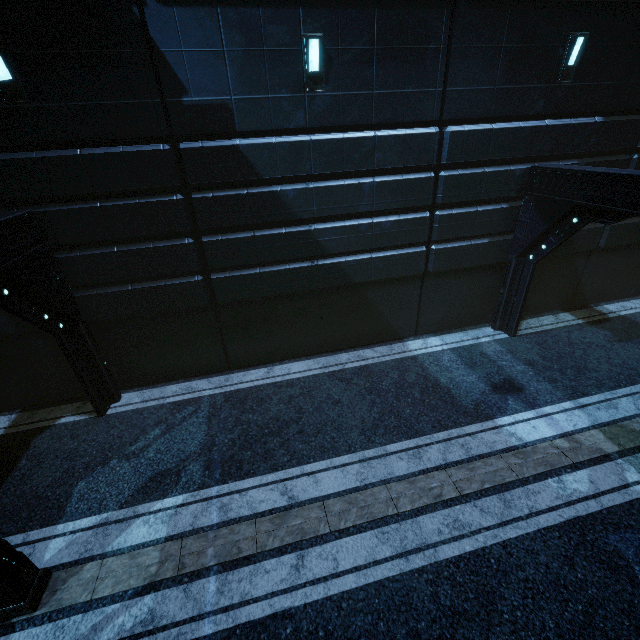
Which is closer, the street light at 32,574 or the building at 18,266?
the street light at 32,574

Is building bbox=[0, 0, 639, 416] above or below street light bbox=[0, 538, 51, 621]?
above

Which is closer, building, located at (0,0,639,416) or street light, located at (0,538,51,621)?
street light, located at (0,538,51,621)

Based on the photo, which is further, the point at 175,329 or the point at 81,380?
the point at 175,329

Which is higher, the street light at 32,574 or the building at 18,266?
the building at 18,266
